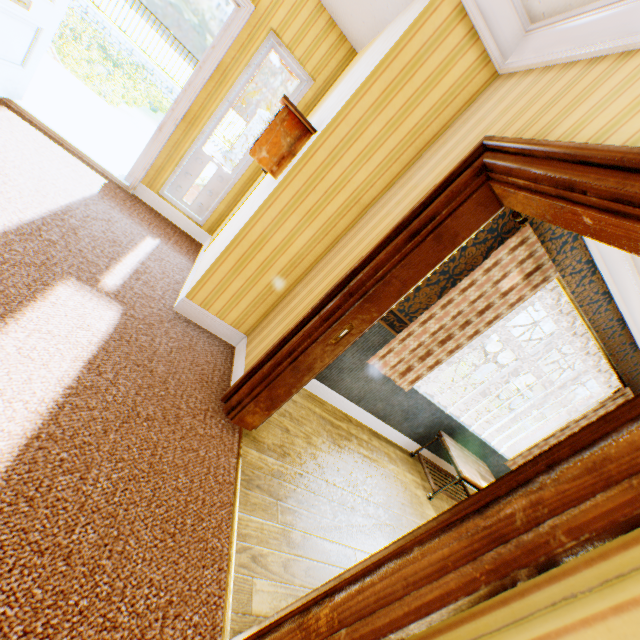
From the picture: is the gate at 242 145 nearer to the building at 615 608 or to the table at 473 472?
the building at 615 608

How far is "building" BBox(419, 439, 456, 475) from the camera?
4.5 meters

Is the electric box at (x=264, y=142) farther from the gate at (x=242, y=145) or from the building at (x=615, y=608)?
the gate at (x=242, y=145)

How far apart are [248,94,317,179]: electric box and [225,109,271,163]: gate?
13.22m

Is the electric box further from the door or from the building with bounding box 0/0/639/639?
the door

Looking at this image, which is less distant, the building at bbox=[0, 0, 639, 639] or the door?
the building at bbox=[0, 0, 639, 639]

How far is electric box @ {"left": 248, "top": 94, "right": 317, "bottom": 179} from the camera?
2.4 meters

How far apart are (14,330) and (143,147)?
4.6m
